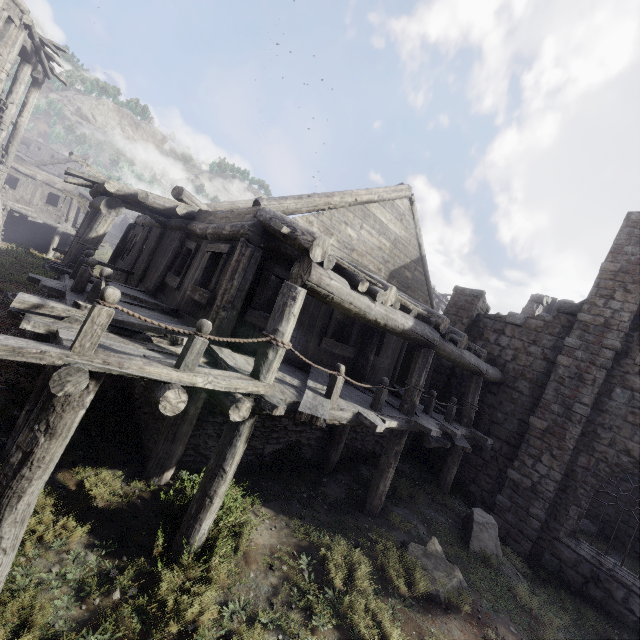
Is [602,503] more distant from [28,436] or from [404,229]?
[28,436]
